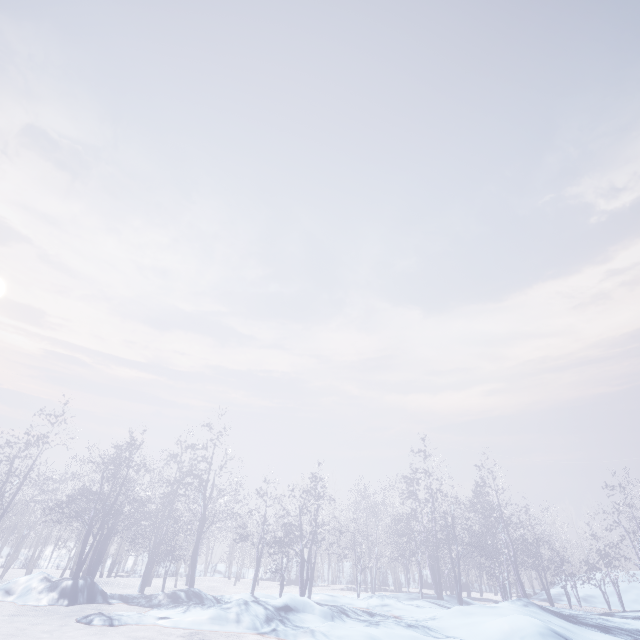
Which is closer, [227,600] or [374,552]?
[227,600]
